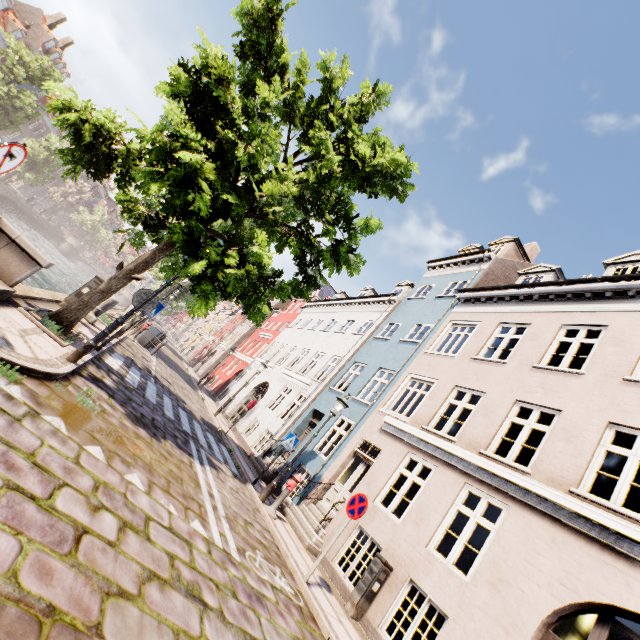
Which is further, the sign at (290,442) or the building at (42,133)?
the building at (42,133)

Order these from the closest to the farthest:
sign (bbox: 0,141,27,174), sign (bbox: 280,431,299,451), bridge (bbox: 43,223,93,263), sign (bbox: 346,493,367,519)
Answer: sign (bbox: 0,141,27,174)
sign (bbox: 346,493,367,519)
sign (bbox: 280,431,299,451)
bridge (bbox: 43,223,93,263)

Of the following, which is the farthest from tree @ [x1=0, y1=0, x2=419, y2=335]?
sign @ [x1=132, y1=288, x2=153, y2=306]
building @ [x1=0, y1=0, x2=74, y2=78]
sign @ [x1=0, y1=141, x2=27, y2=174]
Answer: building @ [x1=0, y1=0, x2=74, y2=78]

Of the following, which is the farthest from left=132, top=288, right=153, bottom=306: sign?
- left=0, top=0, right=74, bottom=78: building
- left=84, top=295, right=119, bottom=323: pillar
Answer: left=0, top=0, right=74, bottom=78: building

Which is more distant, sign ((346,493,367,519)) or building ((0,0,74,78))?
building ((0,0,74,78))

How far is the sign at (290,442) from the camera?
10.3m

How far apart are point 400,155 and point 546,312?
7.2 meters

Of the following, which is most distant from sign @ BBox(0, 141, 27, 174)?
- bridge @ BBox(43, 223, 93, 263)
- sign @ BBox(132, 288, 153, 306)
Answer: bridge @ BBox(43, 223, 93, 263)
